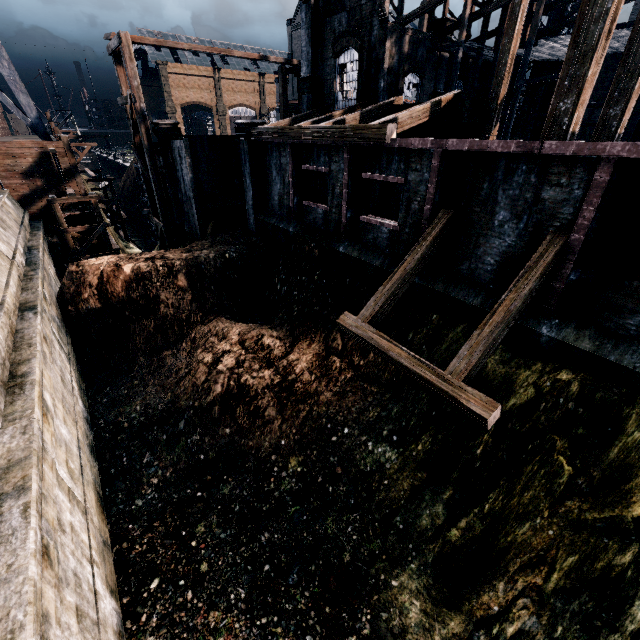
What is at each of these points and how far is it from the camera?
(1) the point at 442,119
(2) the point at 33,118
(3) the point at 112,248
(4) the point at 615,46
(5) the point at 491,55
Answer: (1) building, 14.3m
(2) water tower, 22.5m
(3) wooden scaffolding, 23.1m
(4) wooden scaffolding, 23.1m
(5) wooden scaffolding, 26.0m

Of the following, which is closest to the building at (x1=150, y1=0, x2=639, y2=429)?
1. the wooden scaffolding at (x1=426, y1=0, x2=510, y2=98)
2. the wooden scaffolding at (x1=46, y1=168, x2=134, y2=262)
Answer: the wooden scaffolding at (x1=426, y1=0, x2=510, y2=98)

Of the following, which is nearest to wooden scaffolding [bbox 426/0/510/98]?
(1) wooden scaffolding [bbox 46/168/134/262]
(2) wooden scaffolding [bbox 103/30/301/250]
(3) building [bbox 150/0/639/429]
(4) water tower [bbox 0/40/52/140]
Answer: (3) building [bbox 150/0/639/429]

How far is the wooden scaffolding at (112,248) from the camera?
20.6m

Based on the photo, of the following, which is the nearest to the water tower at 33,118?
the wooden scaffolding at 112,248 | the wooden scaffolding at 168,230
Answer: the wooden scaffolding at 112,248

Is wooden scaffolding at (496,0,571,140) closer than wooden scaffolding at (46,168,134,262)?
No
